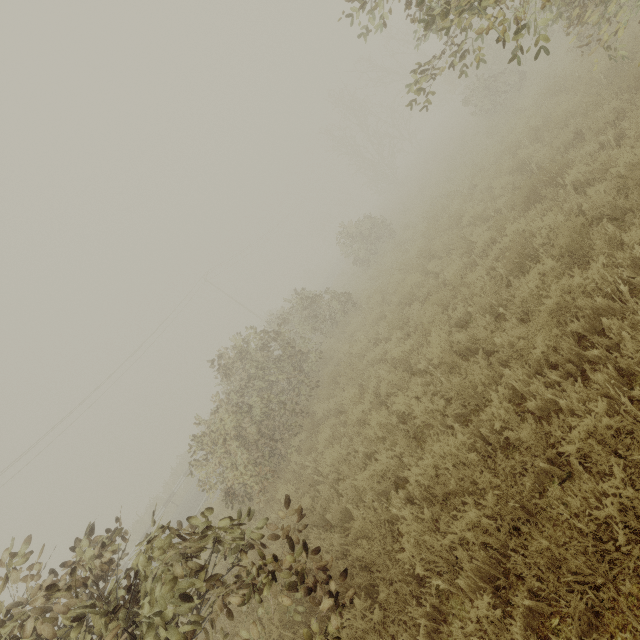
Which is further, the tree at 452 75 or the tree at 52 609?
the tree at 452 75

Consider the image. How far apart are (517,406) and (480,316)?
1.89m

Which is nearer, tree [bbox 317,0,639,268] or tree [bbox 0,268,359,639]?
tree [bbox 0,268,359,639]
